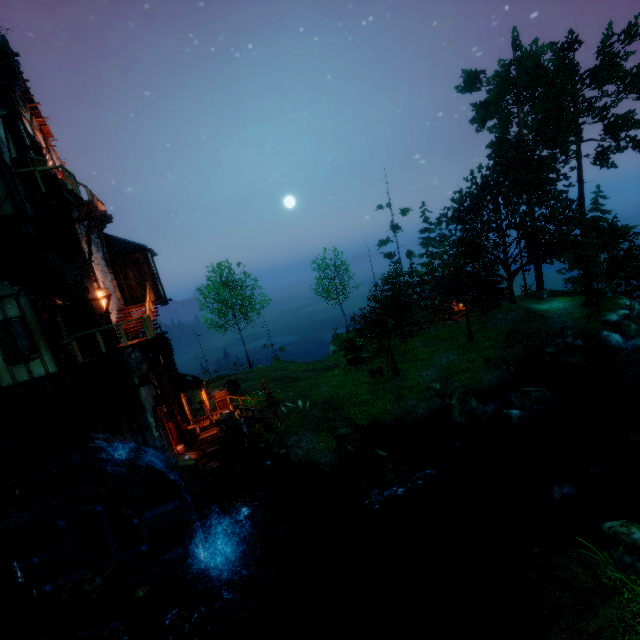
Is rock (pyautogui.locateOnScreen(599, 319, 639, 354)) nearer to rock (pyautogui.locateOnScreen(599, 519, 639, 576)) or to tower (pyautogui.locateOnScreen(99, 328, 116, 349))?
rock (pyautogui.locateOnScreen(599, 519, 639, 576))

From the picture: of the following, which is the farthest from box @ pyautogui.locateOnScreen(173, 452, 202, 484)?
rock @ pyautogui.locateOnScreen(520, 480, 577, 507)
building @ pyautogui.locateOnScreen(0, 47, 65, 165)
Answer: rock @ pyautogui.locateOnScreen(520, 480, 577, 507)

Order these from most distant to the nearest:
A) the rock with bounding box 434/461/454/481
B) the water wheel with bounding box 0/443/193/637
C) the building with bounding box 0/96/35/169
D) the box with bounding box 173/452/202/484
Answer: the rock with bounding box 434/461/454/481
the box with bounding box 173/452/202/484
the building with bounding box 0/96/35/169
the water wheel with bounding box 0/443/193/637

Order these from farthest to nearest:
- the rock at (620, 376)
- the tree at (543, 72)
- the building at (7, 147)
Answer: the tree at (543, 72), the rock at (620, 376), the building at (7, 147)

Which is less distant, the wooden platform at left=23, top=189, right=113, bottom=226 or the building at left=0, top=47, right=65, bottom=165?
the wooden platform at left=23, top=189, right=113, bottom=226

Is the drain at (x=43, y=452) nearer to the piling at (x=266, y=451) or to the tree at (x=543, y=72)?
the piling at (x=266, y=451)

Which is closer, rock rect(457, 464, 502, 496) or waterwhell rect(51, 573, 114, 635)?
waterwhell rect(51, 573, 114, 635)

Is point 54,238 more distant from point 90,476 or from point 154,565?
point 154,565
